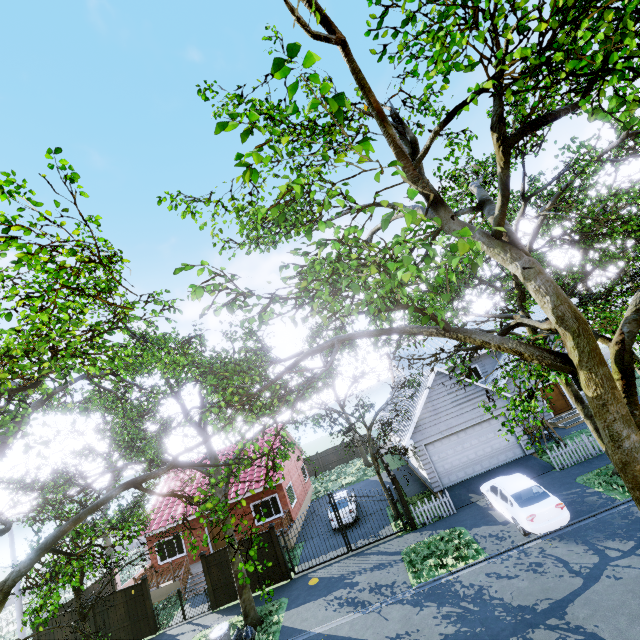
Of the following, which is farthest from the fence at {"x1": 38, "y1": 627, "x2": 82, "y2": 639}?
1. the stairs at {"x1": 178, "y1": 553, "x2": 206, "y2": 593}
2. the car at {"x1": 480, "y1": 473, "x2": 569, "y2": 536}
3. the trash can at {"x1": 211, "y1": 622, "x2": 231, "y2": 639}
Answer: the trash can at {"x1": 211, "y1": 622, "x2": 231, "y2": 639}

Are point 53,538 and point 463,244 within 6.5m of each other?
no

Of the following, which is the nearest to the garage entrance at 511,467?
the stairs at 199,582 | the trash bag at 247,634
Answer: the trash bag at 247,634

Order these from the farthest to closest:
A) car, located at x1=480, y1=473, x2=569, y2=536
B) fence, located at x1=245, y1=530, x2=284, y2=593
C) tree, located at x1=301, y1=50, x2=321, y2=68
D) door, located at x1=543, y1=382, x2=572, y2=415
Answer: door, located at x1=543, y1=382, x2=572, y2=415 < fence, located at x1=245, y1=530, x2=284, y2=593 < car, located at x1=480, y1=473, x2=569, y2=536 < tree, located at x1=301, y1=50, x2=321, y2=68

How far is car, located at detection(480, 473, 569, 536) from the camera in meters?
11.4 m

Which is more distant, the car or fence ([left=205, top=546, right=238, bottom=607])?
fence ([left=205, top=546, right=238, bottom=607])

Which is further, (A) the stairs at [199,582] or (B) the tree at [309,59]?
(A) the stairs at [199,582]

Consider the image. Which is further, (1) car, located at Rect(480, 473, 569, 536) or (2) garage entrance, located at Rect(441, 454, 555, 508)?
(2) garage entrance, located at Rect(441, 454, 555, 508)
